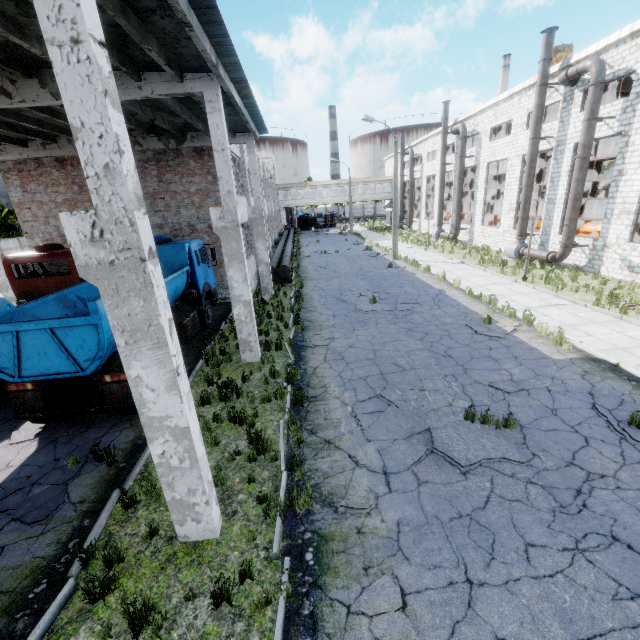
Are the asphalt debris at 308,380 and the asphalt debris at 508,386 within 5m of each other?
yes

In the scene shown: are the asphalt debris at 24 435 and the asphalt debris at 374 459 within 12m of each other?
yes

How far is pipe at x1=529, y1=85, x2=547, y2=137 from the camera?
19.0m

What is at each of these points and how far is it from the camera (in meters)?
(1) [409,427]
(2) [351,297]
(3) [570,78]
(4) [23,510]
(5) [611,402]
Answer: (1) asphalt debris, 6.98
(2) asphalt debris, 16.56
(3) pipe, 16.95
(4) asphalt debris, 5.68
(5) asphalt debris, 7.29

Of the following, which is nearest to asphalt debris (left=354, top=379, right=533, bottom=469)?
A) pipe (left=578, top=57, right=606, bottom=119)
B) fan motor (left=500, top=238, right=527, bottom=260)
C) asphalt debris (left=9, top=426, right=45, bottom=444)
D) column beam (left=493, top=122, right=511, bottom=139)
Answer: asphalt debris (left=9, top=426, right=45, bottom=444)

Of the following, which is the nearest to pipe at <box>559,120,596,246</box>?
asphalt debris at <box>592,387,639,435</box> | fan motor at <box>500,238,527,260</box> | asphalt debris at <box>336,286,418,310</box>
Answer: fan motor at <box>500,238,527,260</box>

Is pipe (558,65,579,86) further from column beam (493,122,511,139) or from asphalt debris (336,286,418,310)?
column beam (493,122,511,139)

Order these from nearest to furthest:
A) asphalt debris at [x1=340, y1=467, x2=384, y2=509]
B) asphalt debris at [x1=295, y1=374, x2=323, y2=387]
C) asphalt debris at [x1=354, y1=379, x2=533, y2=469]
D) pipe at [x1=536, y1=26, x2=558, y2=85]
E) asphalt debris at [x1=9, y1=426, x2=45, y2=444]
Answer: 1. asphalt debris at [x1=340, y1=467, x2=384, y2=509]
2. asphalt debris at [x1=354, y1=379, x2=533, y2=469]
3. asphalt debris at [x1=9, y1=426, x2=45, y2=444]
4. asphalt debris at [x1=295, y1=374, x2=323, y2=387]
5. pipe at [x1=536, y1=26, x2=558, y2=85]
